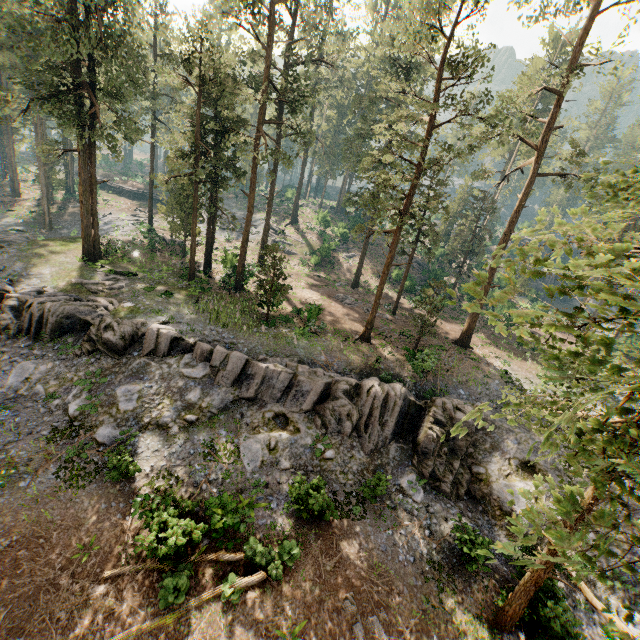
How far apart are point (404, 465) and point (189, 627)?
12.23m

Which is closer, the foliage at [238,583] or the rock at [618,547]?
the foliage at [238,583]

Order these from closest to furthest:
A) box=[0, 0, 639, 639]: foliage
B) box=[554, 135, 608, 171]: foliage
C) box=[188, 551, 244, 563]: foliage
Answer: box=[0, 0, 639, 639]: foliage
box=[188, 551, 244, 563]: foliage
box=[554, 135, 608, 171]: foliage

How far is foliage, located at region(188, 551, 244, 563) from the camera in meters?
12.6 m

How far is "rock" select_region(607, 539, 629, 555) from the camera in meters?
16.6 m

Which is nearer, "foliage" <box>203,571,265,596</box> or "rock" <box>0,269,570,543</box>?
"foliage" <box>203,571,265,596</box>

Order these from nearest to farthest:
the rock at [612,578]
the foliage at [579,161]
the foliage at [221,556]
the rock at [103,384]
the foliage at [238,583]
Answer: the foliage at [238,583], the foliage at [221,556], the rock at [612,578], the rock at [103,384], the foliage at [579,161]
